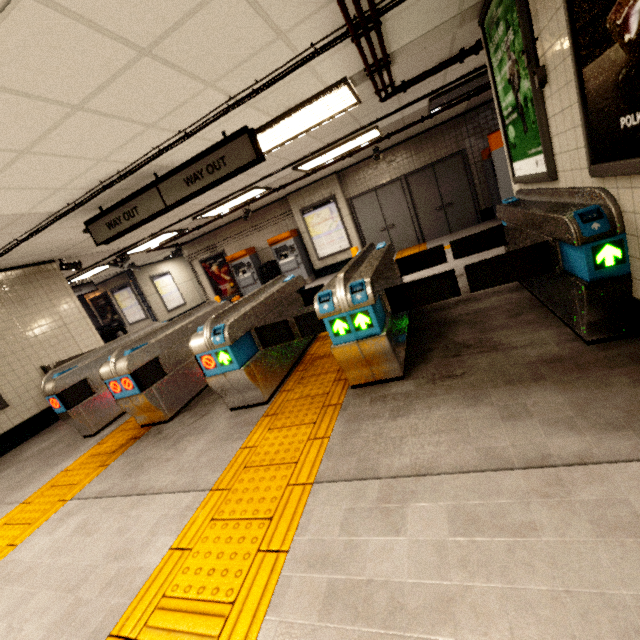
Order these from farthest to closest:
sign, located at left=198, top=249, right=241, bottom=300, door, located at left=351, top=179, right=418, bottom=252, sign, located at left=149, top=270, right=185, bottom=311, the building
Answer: sign, located at left=149, top=270, right=185, bottom=311 → sign, located at left=198, top=249, right=241, bottom=300 → door, located at left=351, top=179, right=418, bottom=252 → the building

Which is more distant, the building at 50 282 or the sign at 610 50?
the building at 50 282

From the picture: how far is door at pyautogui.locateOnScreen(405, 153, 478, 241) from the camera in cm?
920

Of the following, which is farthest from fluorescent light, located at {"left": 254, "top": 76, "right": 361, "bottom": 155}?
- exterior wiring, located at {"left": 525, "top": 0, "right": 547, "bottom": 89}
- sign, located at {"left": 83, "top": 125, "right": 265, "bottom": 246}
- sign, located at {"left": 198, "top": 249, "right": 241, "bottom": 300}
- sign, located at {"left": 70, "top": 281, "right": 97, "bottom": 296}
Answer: sign, located at {"left": 70, "top": 281, "right": 97, "bottom": 296}

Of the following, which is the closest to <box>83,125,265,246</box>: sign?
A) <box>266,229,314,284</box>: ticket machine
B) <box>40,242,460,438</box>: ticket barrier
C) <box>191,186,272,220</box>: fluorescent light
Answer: <box>40,242,460,438</box>: ticket barrier

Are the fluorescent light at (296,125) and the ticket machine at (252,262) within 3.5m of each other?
no

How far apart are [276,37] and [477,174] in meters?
8.3 m

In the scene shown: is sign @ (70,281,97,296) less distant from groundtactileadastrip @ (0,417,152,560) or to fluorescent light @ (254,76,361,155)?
groundtactileadastrip @ (0,417,152,560)
